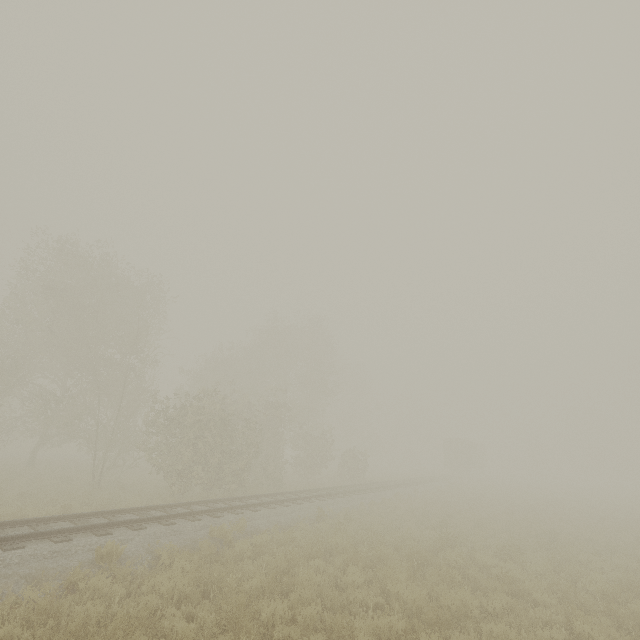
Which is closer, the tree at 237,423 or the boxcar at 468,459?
the tree at 237,423

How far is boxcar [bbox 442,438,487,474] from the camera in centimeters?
4491cm

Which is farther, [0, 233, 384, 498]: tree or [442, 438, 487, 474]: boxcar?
[442, 438, 487, 474]: boxcar

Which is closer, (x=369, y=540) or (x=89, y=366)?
(x=369, y=540)

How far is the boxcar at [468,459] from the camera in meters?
44.9
